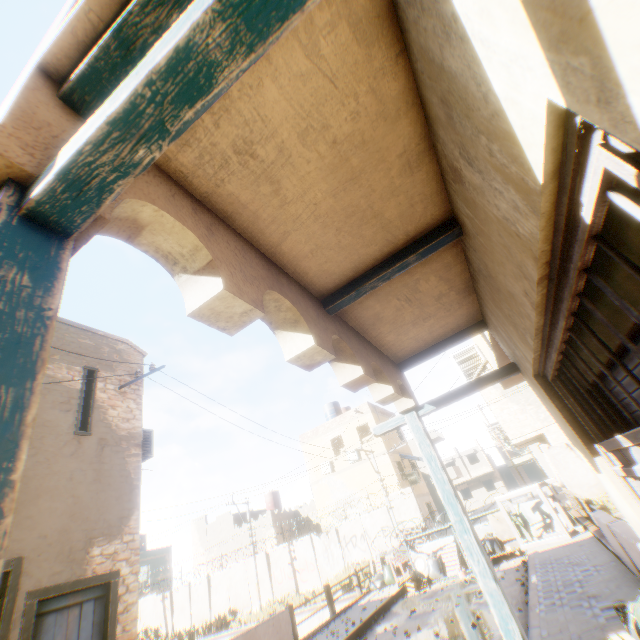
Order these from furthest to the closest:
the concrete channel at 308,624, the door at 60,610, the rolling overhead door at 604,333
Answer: the concrete channel at 308,624, the door at 60,610, the rolling overhead door at 604,333

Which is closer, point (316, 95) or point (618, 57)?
point (618, 57)

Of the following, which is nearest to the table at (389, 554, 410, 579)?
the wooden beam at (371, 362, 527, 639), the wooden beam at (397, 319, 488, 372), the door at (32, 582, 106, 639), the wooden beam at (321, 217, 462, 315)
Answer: the door at (32, 582, 106, 639)

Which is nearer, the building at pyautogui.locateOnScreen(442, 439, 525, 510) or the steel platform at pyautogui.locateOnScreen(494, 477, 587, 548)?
the steel platform at pyautogui.locateOnScreen(494, 477, 587, 548)

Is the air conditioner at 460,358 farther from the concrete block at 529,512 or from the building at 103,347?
the concrete block at 529,512

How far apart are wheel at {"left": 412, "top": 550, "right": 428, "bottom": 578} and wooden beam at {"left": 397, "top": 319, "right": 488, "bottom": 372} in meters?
A: 12.4

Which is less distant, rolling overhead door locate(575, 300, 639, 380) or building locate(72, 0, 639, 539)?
building locate(72, 0, 639, 539)

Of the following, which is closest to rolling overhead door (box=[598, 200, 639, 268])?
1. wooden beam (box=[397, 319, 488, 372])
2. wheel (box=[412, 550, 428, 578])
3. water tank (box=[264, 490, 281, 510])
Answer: wooden beam (box=[397, 319, 488, 372])
